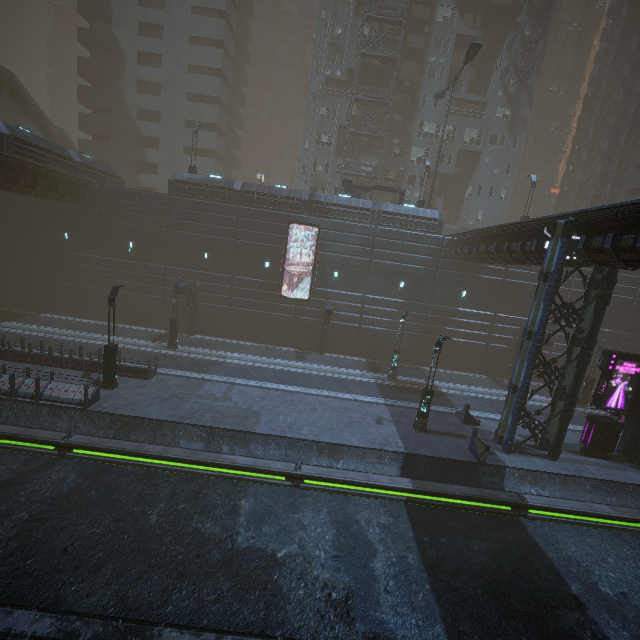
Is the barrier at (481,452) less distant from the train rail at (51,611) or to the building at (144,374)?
the train rail at (51,611)

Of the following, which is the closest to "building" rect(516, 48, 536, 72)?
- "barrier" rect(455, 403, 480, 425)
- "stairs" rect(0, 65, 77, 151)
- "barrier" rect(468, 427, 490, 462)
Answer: "barrier" rect(468, 427, 490, 462)

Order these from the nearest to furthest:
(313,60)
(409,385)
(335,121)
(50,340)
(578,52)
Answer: (50,340) < (409,385) < (335,121) < (313,60) < (578,52)

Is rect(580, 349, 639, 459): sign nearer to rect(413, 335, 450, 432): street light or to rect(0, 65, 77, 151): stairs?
rect(413, 335, 450, 432): street light

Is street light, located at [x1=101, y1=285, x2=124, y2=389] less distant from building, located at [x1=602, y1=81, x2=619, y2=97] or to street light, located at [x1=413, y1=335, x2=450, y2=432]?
building, located at [x1=602, y1=81, x2=619, y2=97]

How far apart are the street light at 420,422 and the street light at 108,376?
16.74m

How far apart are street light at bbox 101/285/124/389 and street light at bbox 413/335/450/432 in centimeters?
1674cm

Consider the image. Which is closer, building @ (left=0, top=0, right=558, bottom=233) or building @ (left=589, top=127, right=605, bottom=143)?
building @ (left=0, top=0, right=558, bottom=233)
